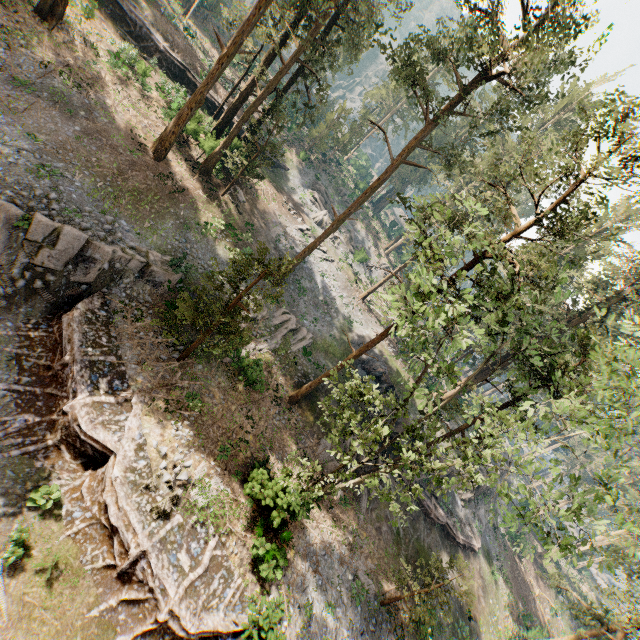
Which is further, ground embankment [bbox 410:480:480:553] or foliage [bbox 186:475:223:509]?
ground embankment [bbox 410:480:480:553]

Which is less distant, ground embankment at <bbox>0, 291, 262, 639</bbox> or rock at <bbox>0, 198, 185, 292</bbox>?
ground embankment at <bbox>0, 291, 262, 639</bbox>

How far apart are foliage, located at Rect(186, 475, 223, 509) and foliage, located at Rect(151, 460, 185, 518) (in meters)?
0.02

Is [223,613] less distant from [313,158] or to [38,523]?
[38,523]

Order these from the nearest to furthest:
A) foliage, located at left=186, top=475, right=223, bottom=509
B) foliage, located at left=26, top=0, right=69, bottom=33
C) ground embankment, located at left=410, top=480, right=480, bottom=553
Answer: foliage, located at left=186, top=475, right=223, bottom=509
foliage, located at left=26, top=0, right=69, bottom=33
ground embankment, located at left=410, top=480, right=480, bottom=553

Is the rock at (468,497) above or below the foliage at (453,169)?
below

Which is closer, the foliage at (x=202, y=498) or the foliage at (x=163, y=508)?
the foliage at (x=163, y=508)

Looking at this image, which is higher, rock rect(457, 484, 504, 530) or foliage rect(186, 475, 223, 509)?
rock rect(457, 484, 504, 530)
